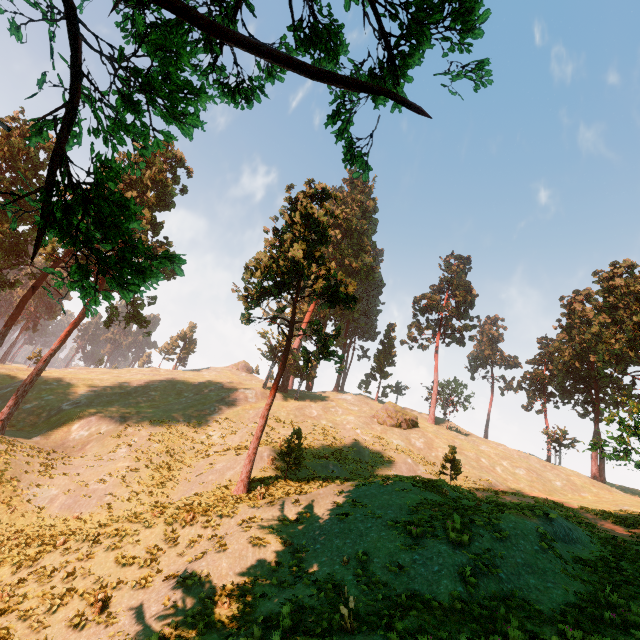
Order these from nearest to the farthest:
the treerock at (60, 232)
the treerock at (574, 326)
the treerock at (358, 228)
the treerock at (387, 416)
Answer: the treerock at (60, 232), the treerock at (358, 228), the treerock at (574, 326), the treerock at (387, 416)

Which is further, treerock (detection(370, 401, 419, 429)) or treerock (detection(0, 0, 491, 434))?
treerock (detection(370, 401, 419, 429))

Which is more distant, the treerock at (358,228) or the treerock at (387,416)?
the treerock at (387,416)

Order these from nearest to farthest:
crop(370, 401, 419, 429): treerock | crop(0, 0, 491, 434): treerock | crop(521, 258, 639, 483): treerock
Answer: crop(0, 0, 491, 434): treerock < crop(521, 258, 639, 483): treerock < crop(370, 401, 419, 429): treerock

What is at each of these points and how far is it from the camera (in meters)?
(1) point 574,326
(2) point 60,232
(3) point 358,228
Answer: (1) treerock, 51.59
(2) treerock, 3.64
(3) treerock, 58.59

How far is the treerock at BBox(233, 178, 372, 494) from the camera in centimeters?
2080cm
